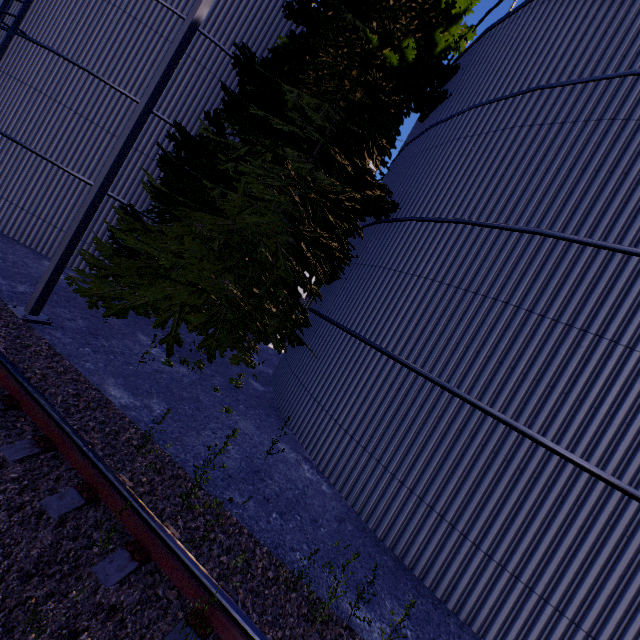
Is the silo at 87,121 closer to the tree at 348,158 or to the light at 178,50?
the tree at 348,158

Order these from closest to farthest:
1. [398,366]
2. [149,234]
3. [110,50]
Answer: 1. [398,366]
2. [149,234]
3. [110,50]

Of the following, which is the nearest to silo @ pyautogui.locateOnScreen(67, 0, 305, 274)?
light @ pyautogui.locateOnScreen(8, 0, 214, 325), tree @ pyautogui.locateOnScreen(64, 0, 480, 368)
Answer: tree @ pyautogui.locateOnScreen(64, 0, 480, 368)

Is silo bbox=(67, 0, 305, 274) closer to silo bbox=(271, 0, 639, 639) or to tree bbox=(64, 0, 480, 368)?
tree bbox=(64, 0, 480, 368)

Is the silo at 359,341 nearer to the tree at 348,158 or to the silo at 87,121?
the tree at 348,158

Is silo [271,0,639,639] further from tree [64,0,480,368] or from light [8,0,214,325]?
light [8,0,214,325]

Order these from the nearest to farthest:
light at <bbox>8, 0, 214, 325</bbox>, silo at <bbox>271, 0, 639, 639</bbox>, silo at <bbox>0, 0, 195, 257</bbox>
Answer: silo at <bbox>271, 0, 639, 639</bbox> → light at <bbox>8, 0, 214, 325</bbox> → silo at <bbox>0, 0, 195, 257</bbox>
